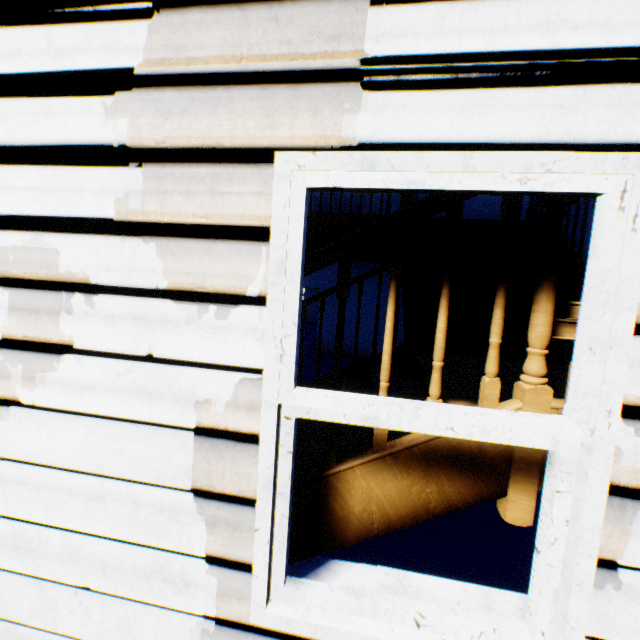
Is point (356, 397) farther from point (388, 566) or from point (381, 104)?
point (388, 566)
